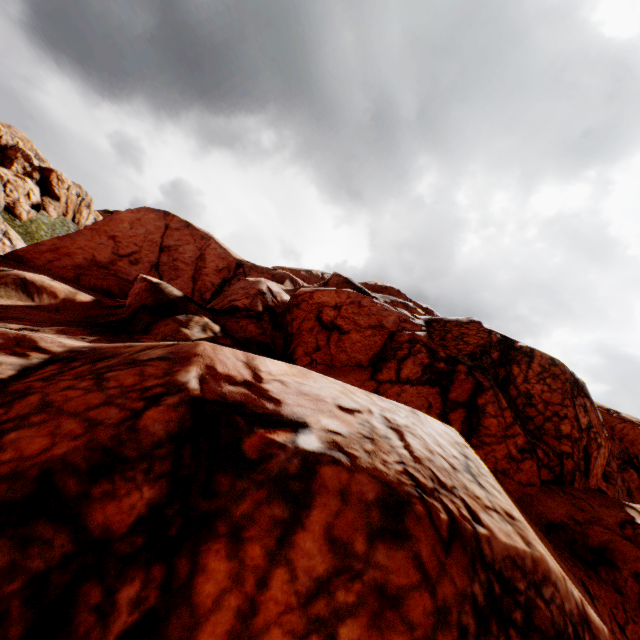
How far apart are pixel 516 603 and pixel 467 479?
1.8m
